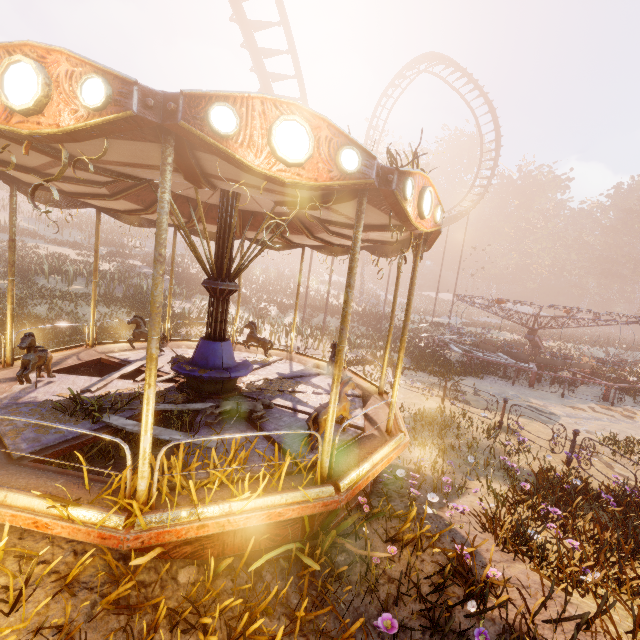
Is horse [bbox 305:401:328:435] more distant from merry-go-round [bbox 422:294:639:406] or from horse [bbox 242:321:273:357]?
merry-go-round [bbox 422:294:639:406]

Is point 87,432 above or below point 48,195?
below

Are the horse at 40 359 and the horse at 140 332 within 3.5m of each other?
yes

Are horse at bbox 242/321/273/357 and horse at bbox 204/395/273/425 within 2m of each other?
no

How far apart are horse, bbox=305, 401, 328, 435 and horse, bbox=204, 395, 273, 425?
0.7m

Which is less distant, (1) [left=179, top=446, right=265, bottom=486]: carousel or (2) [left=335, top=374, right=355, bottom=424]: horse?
(1) [left=179, top=446, right=265, bottom=486]: carousel

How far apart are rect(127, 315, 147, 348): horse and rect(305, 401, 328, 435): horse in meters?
5.5

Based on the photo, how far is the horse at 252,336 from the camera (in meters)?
9.36
